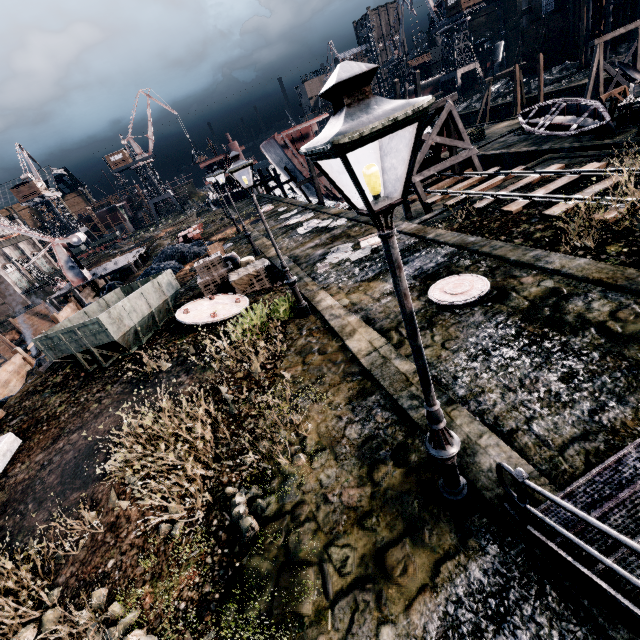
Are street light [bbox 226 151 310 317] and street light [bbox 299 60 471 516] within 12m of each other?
yes

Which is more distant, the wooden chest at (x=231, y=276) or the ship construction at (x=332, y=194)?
the ship construction at (x=332, y=194)

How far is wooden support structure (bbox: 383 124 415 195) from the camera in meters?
20.3 m

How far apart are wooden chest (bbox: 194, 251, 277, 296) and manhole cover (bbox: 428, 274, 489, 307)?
8.21m

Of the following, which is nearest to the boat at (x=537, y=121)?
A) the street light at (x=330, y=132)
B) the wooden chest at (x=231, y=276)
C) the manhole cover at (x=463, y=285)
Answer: the manhole cover at (x=463, y=285)

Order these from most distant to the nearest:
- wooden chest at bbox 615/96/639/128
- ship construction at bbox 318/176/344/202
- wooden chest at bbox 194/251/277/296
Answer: ship construction at bbox 318/176/344/202, wooden chest at bbox 615/96/639/128, wooden chest at bbox 194/251/277/296

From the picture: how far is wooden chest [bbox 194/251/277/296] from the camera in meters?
15.8

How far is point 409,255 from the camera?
13.5m
